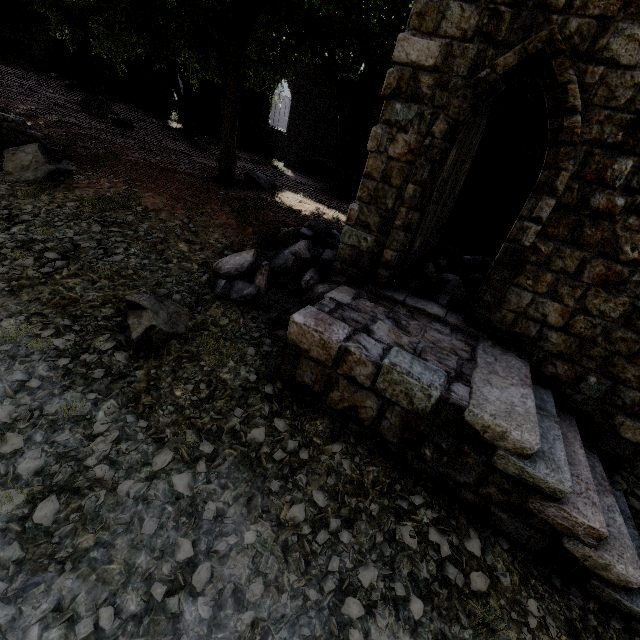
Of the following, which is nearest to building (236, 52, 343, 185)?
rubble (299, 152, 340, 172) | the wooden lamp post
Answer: rubble (299, 152, 340, 172)

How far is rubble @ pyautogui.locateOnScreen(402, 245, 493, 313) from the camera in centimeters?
648cm

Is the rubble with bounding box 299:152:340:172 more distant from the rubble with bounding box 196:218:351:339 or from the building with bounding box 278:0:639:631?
the rubble with bounding box 196:218:351:339

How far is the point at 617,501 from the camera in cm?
490

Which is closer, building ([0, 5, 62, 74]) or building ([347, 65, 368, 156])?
building ([347, 65, 368, 156])

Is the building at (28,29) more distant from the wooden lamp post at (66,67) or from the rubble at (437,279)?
the wooden lamp post at (66,67)

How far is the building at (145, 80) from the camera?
22.55m

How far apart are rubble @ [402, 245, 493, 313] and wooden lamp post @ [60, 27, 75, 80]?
33.5m
